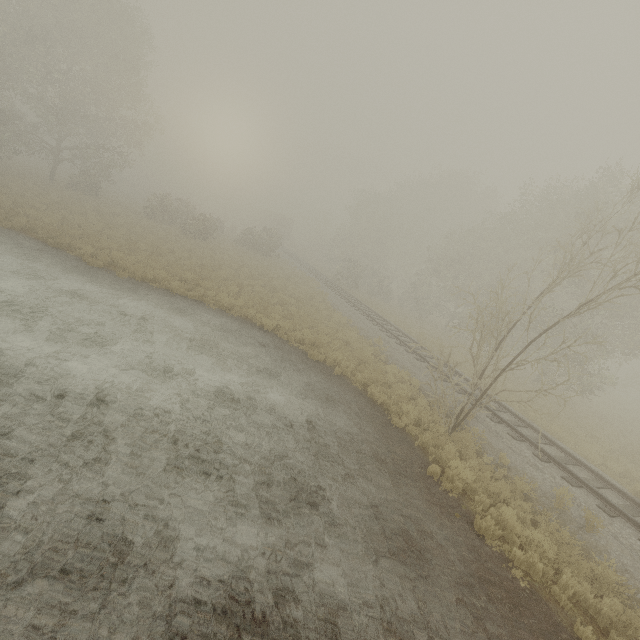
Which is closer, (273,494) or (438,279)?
(273,494)

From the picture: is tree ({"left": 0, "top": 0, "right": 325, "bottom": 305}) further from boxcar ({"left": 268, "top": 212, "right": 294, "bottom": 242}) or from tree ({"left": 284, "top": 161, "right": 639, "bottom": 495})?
tree ({"left": 284, "top": 161, "right": 639, "bottom": 495})

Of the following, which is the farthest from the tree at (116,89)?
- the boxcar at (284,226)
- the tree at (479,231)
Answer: the tree at (479,231)

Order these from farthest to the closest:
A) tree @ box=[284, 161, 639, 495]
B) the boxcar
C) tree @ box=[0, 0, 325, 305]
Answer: the boxcar < tree @ box=[0, 0, 325, 305] < tree @ box=[284, 161, 639, 495]

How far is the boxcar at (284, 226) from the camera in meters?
56.2 m

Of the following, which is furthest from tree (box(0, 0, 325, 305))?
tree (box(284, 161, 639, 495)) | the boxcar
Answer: tree (box(284, 161, 639, 495))

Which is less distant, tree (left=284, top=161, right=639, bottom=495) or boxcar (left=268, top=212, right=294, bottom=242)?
tree (left=284, top=161, right=639, bottom=495)
